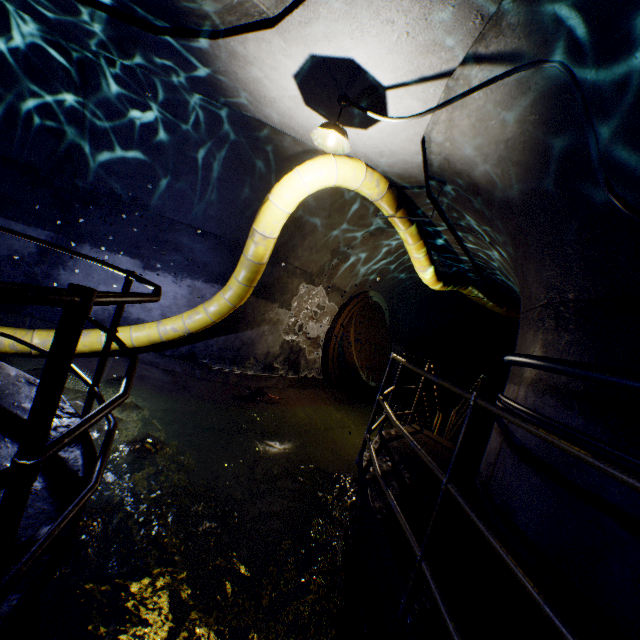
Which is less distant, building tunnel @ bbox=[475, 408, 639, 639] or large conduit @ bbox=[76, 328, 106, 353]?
building tunnel @ bbox=[475, 408, 639, 639]

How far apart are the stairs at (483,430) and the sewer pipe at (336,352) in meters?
2.8

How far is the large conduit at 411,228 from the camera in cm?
586

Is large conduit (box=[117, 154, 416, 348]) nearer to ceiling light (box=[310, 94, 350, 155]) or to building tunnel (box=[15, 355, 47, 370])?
building tunnel (box=[15, 355, 47, 370])

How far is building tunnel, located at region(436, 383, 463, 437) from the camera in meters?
11.2

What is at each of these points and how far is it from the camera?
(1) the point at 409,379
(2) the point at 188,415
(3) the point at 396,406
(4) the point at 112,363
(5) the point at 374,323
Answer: (1) building tunnel, 13.2m
(2) building tunnel, 5.3m
(3) building tunnel, 11.4m
(4) building tunnel, 5.8m
(5) sewer grate, 10.0m

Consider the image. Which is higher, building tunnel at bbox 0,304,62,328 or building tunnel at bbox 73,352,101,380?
building tunnel at bbox 0,304,62,328

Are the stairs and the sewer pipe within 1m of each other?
no
